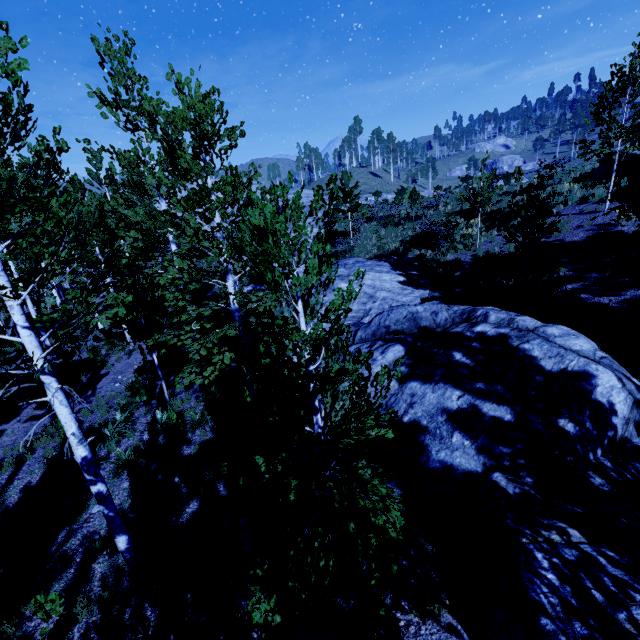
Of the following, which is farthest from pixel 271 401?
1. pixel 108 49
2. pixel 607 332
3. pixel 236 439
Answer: pixel 108 49

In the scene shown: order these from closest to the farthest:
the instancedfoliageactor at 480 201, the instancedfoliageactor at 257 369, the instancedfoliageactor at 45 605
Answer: the instancedfoliageactor at 257 369
the instancedfoliageactor at 45 605
the instancedfoliageactor at 480 201

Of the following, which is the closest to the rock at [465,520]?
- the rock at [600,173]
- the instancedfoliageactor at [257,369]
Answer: the instancedfoliageactor at [257,369]

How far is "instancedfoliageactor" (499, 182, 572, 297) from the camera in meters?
11.1

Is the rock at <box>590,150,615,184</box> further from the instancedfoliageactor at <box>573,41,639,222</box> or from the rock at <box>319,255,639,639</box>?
the rock at <box>319,255,639,639</box>

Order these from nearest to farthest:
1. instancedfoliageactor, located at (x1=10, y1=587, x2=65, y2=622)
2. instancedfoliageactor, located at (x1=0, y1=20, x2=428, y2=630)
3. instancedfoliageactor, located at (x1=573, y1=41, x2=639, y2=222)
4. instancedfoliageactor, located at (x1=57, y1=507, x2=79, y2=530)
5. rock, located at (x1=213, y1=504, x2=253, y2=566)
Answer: instancedfoliageactor, located at (x1=0, y1=20, x2=428, y2=630)
instancedfoliageactor, located at (x1=10, y1=587, x2=65, y2=622)
rock, located at (x1=213, y1=504, x2=253, y2=566)
instancedfoliageactor, located at (x1=57, y1=507, x2=79, y2=530)
instancedfoliageactor, located at (x1=573, y1=41, x2=639, y2=222)
